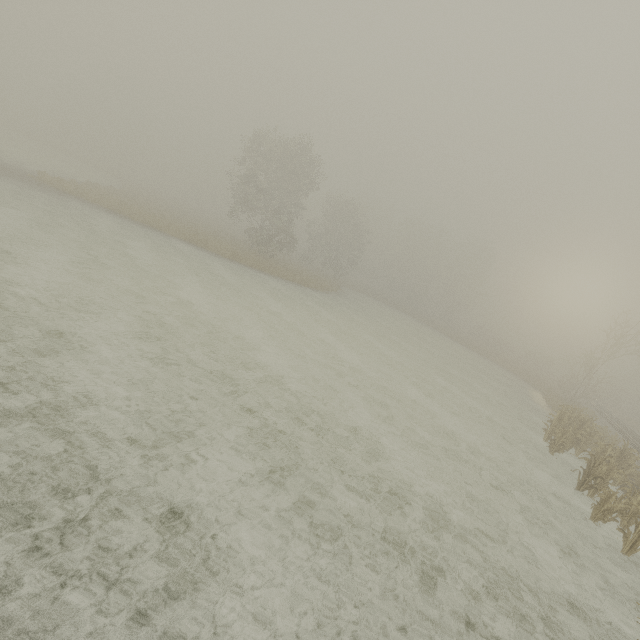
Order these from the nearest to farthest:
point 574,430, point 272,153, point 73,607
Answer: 1. point 73,607
2. point 574,430
3. point 272,153
